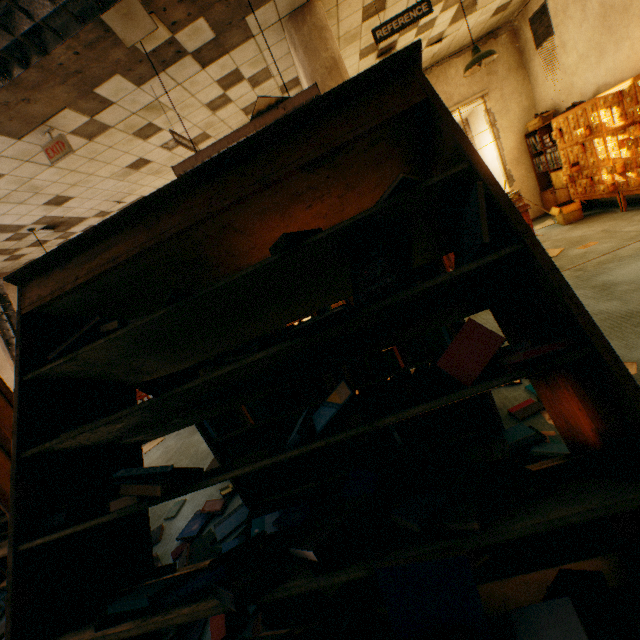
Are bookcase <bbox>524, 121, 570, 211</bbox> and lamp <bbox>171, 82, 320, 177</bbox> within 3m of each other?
no

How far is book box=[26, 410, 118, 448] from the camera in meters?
1.3 m

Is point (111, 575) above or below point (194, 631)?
above

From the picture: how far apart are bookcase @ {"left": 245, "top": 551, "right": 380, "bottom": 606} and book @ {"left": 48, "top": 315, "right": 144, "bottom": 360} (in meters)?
0.01

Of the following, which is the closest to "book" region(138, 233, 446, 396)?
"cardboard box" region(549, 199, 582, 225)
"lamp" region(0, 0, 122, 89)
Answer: "lamp" region(0, 0, 122, 89)

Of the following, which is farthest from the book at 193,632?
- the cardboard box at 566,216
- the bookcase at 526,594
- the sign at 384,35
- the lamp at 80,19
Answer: the cardboard box at 566,216

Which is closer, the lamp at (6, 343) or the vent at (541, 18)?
the lamp at (6, 343)

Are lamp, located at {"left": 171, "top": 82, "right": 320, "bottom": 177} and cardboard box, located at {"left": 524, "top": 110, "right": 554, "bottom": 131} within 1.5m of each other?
no
